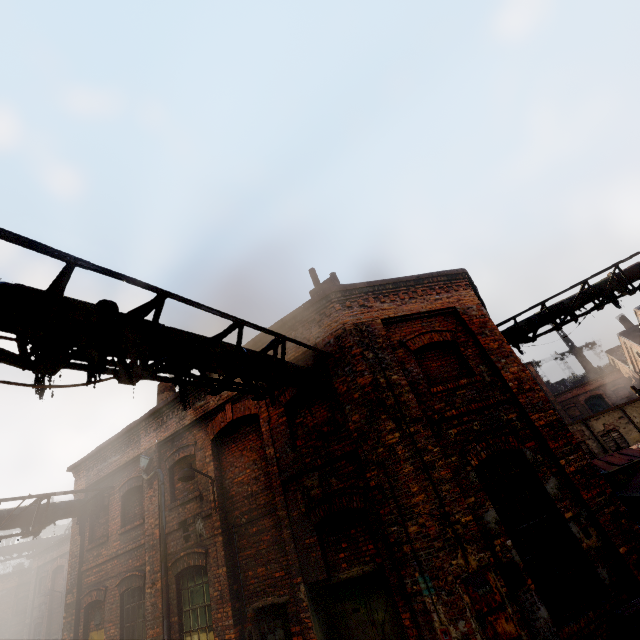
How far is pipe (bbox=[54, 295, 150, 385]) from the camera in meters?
3.5

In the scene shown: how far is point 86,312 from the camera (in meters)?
3.62

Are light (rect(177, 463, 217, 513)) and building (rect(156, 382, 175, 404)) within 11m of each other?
yes

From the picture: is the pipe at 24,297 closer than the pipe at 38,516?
Yes

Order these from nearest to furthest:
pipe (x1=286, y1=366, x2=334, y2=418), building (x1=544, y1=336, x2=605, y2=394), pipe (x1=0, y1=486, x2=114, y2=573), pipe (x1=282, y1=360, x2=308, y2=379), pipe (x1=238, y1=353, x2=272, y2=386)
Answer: pipe (x1=238, y1=353, x2=272, y2=386) < pipe (x1=282, y1=360, x2=308, y2=379) < pipe (x1=286, y1=366, x2=334, y2=418) < pipe (x1=0, y1=486, x2=114, y2=573) < building (x1=544, y1=336, x2=605, y2=394)

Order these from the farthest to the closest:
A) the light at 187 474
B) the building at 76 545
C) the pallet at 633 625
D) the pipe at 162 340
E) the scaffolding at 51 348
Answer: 1. the building at 76 545
2. the light at 187 474
3. the pallet at 633 625
4. the pipe at 162 340
5. the scaffolding at 51 348

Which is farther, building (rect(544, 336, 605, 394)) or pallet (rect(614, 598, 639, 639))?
building (rect(544, 336, 605, 394))

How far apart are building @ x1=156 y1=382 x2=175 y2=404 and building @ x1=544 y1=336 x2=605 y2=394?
51.15m
